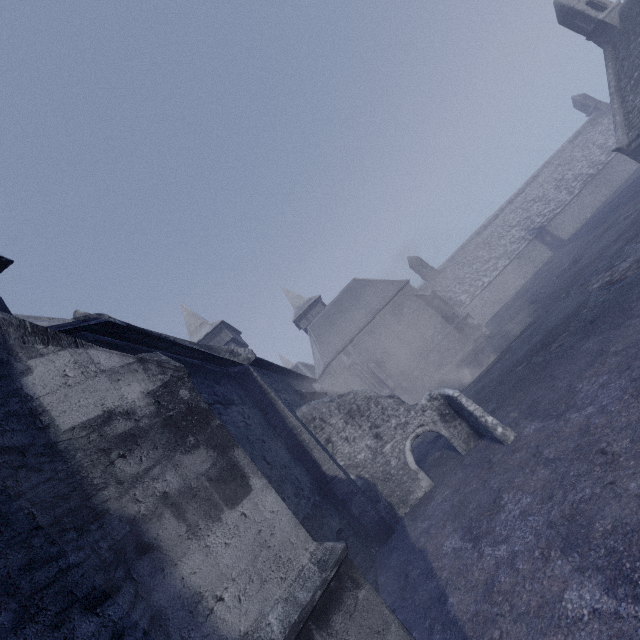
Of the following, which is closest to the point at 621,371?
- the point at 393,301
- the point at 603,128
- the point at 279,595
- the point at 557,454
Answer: the point at 557,454
